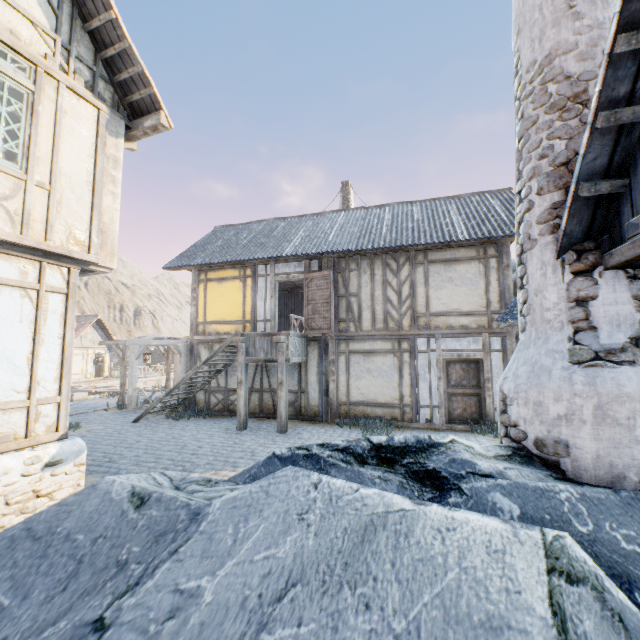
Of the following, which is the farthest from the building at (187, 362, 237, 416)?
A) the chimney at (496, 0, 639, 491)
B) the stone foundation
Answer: the chimney at (496, 0, 639, 491)

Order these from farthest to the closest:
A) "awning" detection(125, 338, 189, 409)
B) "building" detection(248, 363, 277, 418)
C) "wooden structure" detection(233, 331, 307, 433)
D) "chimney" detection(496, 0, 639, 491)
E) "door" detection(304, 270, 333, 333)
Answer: "awning" detection(125, 338, 189, 409) < "building" detection(248, 363, 277, 418) < "door" detection(304, 270, 333, 333) < "wooden structure" detection(233, 331, 307, 433) < "chimney" detection(496, 0, 639, 491)

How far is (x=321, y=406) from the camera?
11.2 meters

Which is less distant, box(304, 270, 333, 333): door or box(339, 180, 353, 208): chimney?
box(304, 270, 333, 333): door

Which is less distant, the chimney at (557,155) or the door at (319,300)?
the chimney at (557,155)

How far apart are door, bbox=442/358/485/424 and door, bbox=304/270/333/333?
3.6 meters

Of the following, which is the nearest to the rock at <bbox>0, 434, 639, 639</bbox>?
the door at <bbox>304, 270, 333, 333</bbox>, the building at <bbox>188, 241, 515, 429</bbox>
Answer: the building at <bbox>188, 241, 515, 429</bbox>

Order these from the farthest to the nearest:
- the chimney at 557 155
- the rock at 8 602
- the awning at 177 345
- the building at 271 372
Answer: the awning at 177 345, the building at 271 372, the chimney at 557 155, the rock at 8 602
